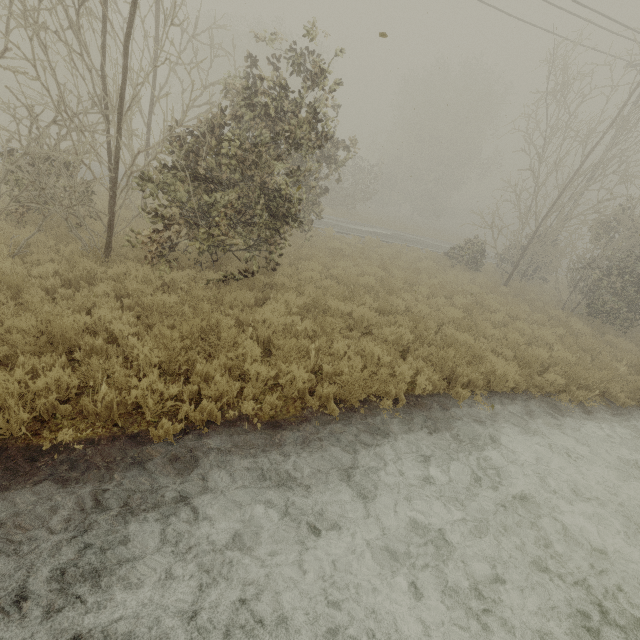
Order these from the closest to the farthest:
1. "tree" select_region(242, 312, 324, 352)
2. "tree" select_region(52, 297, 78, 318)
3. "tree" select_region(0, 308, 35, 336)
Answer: "tree" select_region(0, 308, 35, 336), "tree" select_region(52, 297, 78, 318), "tree" select_region(242, 312, 324, 352)

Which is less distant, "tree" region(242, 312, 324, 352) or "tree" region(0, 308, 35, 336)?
"tree" region(0, 308, 35, 336)

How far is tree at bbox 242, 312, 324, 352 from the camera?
6.0m

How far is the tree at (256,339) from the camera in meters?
6.0 m

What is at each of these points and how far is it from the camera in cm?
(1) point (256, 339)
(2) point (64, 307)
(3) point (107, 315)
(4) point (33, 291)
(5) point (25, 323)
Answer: (1) tree, 625
(2) tree, 524
(3) tree, 532
(4) tree, 539
(5) tree, 454
